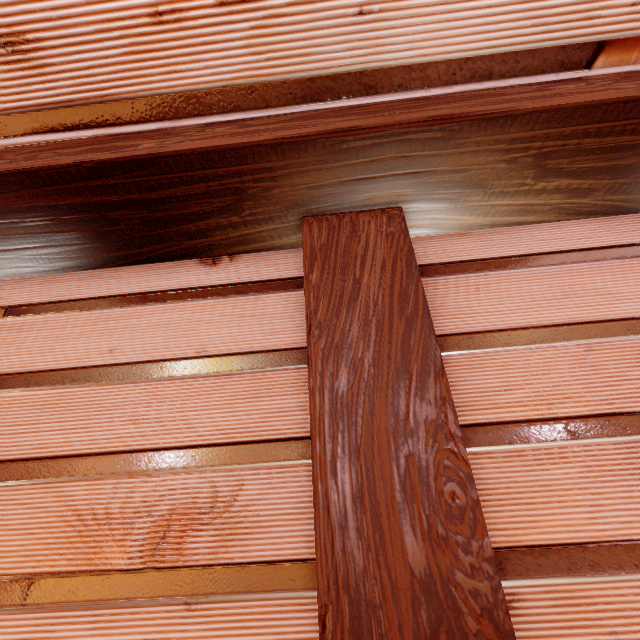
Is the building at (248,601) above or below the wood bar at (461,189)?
below

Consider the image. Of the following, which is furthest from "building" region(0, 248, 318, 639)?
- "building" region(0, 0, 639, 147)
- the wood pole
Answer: "building" region(0, 0, 639, 147)

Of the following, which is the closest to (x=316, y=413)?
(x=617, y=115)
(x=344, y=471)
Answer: (x=344, y=471)

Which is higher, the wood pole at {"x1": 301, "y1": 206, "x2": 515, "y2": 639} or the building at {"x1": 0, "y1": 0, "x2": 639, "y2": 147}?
the building at {"x1": 0, "y1": 0, "x2": 639, "y2": 147}

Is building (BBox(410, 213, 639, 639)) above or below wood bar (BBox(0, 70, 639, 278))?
below

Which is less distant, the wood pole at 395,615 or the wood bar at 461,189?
the wood pole at 395,615

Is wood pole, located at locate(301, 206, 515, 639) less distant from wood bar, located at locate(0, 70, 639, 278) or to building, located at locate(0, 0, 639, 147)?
wood bar, located at locate(0, 70, 639, 278)
